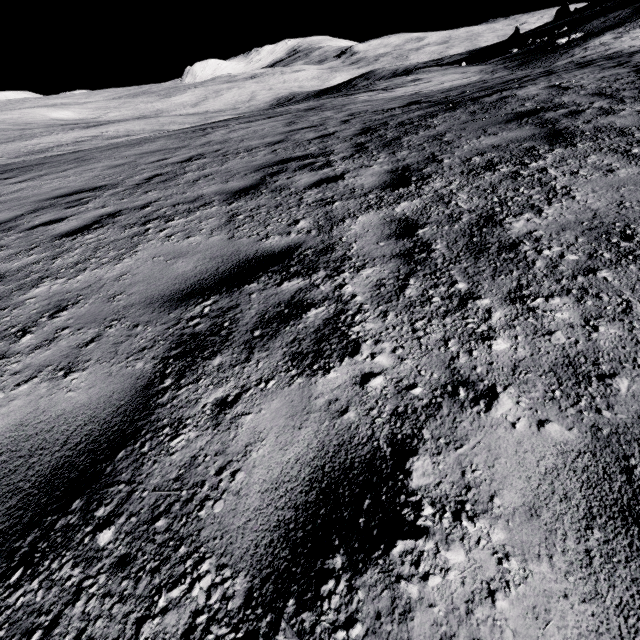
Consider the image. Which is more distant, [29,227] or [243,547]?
[29,227]
